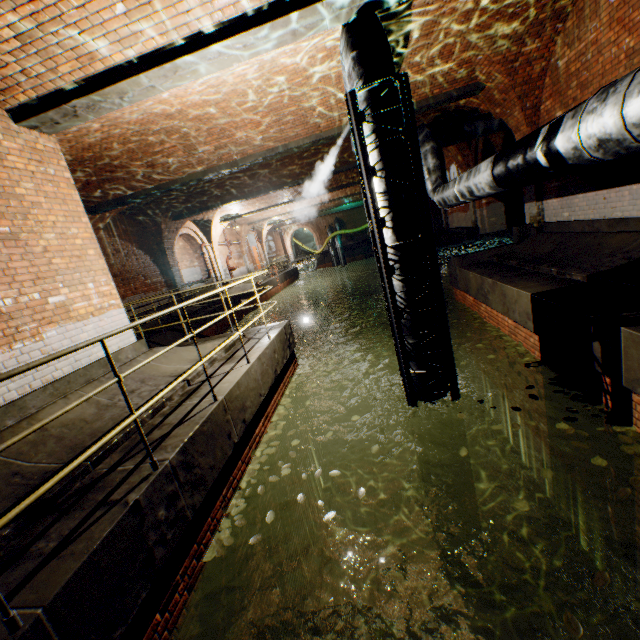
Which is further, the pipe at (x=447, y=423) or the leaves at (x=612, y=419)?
the pipe at (x=447, y=423)

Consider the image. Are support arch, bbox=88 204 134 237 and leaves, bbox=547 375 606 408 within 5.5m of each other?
no

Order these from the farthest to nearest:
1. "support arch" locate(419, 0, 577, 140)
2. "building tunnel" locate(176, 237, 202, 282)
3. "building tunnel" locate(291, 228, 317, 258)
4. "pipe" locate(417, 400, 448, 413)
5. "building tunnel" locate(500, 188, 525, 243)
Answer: "building tunnel" locate(291, 228, 317, 258) < "building tunnel" locate(176, 237, 202, 282) < "building tunnel" locate(500, 188, 525, 243) < "support arch" locate(419, 0, 577, 140) < "pipe" locate(417, 400, 448, 413)

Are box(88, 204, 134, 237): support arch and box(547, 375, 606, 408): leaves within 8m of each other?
no

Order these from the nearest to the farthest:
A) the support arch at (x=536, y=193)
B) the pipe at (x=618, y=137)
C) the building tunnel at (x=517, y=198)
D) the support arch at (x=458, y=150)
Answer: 1. the pipe at (x=618, y=137)
2. the support arch at (x=536, y=193)
3. the support arch at (x=458, y=150)
4. the building tunnel at (x=517, y=198)

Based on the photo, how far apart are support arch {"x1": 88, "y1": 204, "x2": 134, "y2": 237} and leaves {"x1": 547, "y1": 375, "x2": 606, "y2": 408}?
11.8 meters

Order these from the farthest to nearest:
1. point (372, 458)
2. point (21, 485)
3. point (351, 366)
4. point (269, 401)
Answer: point (351, 366) < point (372, 458) < point (269, 401) < point (21, 485)

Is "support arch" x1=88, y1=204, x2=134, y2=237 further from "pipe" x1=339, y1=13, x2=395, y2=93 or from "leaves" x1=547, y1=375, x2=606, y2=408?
"leaves" x1=547, y1=375, x2=606, y2=408
